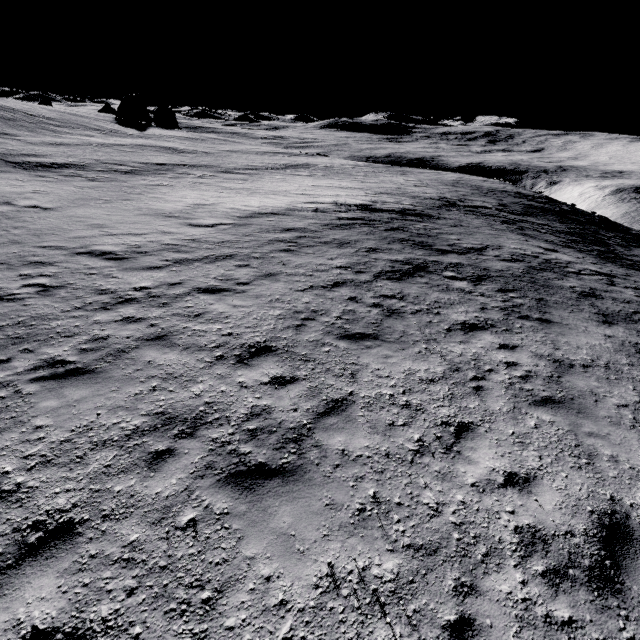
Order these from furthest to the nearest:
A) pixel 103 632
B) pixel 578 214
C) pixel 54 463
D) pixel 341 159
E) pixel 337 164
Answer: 1. pixel 341 159
2. pixel 337 164
3. pixel 578 214
4. pixel 54 463
5. pixel 103 632
